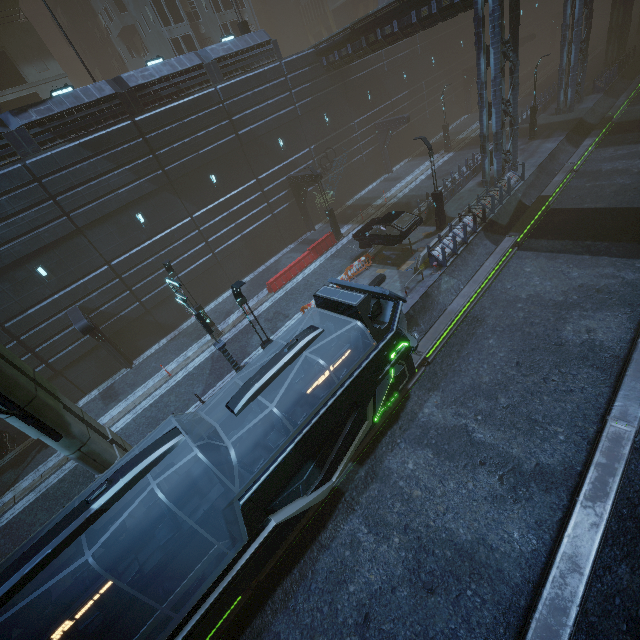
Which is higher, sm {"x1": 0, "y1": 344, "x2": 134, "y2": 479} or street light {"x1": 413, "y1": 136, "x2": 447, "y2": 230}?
sm {"x1": 0, "y1": 344, "x2": 134, "y2": 479}

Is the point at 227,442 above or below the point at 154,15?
below

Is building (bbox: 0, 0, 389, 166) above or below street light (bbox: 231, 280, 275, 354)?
above

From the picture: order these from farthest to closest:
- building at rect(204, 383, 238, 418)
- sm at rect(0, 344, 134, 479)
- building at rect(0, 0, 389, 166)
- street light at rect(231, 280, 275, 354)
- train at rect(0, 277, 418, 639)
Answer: building at rect(0, 0, 389, 166) < building at rect(204, 383, 238, 418) < street light at rect(231, 280, 275, 354) < sm at rect(0, 344, 134, 479) < train at rect(0, 277, 418, 639)

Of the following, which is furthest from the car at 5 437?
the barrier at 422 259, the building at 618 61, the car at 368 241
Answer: the building at 618 61

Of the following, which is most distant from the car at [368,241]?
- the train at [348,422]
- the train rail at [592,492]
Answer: the train at [348,422]

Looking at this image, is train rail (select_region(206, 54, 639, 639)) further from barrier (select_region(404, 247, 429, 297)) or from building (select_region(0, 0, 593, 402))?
barrier (select_region(404, 247, 429, 297))

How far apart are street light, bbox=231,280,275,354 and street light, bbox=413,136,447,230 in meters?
13.4 m
